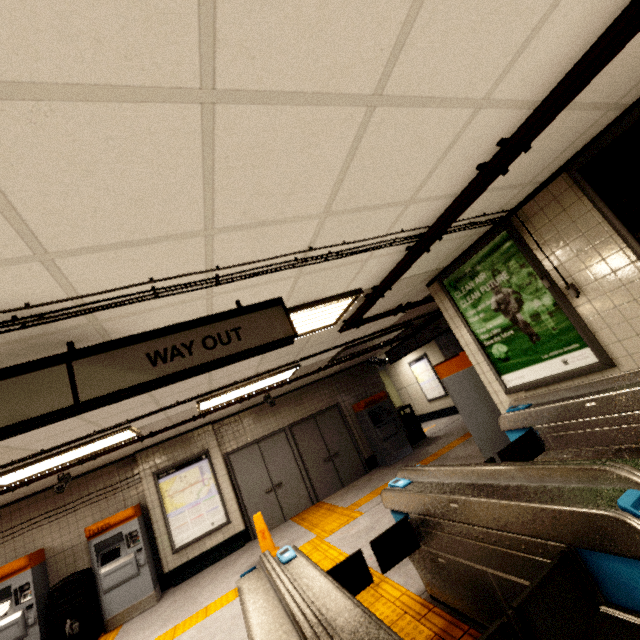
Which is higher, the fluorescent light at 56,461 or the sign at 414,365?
the fluorescent light at 56,461

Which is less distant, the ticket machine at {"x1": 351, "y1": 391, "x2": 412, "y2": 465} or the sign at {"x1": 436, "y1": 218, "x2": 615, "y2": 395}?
the sign at {"x1": 436, "y1": 218, "x2": 615, "y2": 395}

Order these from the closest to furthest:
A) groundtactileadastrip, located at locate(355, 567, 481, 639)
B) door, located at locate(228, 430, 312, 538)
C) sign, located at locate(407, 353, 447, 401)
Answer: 1. groundtactileadastrip, located at locate(355, 567, 481, 639)
2. door, located at locate(228, 430, 312, 538)
3. sign, located at locate(407, 353, 447, 401)

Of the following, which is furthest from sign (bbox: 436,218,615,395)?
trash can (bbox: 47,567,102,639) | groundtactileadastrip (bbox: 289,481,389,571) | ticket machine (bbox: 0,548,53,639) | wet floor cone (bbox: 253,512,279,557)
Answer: ticket machine (bbox: 0,548,53,639)

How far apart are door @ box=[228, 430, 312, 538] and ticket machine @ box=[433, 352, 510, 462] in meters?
5.1

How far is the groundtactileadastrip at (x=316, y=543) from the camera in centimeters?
479cm

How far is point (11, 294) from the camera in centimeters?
159cm

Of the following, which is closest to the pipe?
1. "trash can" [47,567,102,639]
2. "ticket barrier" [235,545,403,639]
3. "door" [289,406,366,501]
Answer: "ticket barrier" [235,545,403,639]
